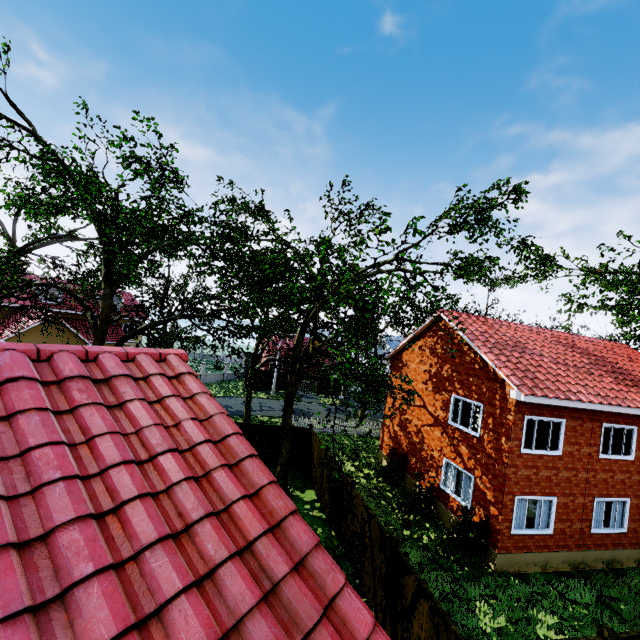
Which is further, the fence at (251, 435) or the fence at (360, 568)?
the fence at (251, 435)

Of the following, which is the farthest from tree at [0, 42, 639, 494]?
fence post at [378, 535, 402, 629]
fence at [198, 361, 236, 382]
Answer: fence post at [378, 535, 402, 629]

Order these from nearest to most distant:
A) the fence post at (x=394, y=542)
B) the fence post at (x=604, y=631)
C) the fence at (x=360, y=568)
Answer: the fence post at (x=604, y=631)
the fence post at (x=394, y=542)
the fence at (x=360, y=568)

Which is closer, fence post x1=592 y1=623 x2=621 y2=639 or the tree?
fence post x1=592 y1=623 x2=621 y2=639

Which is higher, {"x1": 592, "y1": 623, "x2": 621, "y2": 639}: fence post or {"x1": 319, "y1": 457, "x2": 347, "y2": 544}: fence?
{"x1": 592, "y1": 623, "x2": 621, "y2": 639}: fence post

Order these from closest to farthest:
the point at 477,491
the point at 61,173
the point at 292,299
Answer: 1. the point at 61,173
2. the point at 477,491
3. the point at 292,299

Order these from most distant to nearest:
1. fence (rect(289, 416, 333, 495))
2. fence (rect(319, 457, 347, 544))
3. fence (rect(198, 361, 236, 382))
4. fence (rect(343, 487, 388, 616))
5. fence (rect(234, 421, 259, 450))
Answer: fence (rect(198, 361, 236, 382)) < fence (rect(234, 421, 259, 450)) < fence (rect(289, 416, 333, 495)) < fence (rect(319, 457, 347, 544)) < fence (rect(343, 487, 388, 616))

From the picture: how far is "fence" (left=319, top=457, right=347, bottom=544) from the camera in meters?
12.4
